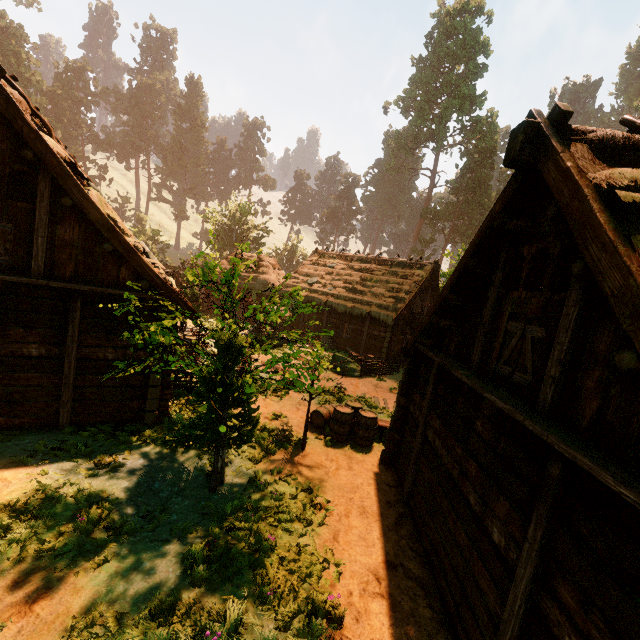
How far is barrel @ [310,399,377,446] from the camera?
10.1 meters

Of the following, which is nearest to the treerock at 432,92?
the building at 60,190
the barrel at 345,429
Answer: the building at 60,190

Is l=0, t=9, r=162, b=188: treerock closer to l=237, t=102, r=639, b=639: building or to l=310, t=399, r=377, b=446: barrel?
l=237, t=102, r=639, b=639: building

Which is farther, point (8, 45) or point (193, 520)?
point (8, 45)

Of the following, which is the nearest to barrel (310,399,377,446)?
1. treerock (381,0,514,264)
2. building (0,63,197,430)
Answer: building (0,63,197,430)

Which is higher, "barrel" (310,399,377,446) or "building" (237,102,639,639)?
"building" (237,102,639,639)

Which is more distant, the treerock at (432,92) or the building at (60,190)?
the treerock at (432,92)

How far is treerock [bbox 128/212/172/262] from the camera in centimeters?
3697cm
